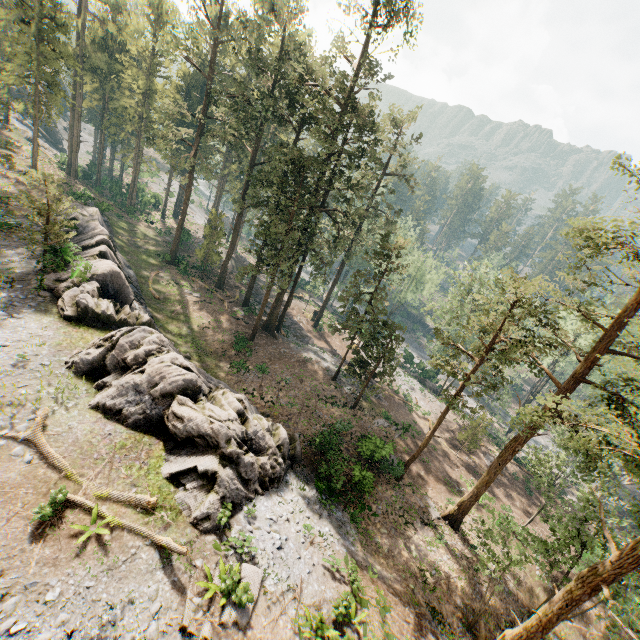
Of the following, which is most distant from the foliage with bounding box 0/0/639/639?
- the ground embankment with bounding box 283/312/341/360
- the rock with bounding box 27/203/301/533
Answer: the rock with bounding box 27/203/301/533

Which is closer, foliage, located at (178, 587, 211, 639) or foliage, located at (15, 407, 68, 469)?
foliage, located at (178, 587, 211, 639)

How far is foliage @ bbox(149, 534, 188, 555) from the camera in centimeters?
1147cm

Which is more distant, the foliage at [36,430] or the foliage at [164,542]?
the foliage at [36,430]

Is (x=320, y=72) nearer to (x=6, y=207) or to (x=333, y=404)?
(x=333, y=404)

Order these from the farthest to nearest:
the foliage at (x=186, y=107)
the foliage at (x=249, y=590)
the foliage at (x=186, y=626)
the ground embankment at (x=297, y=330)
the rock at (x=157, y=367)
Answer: the ground embankment at (x=297, y=330), the foliage at (x=186, y=107), the rock at (x=157, y=367), the foliage at (x=249, y=590), the foliage at (x=186, y=626)
